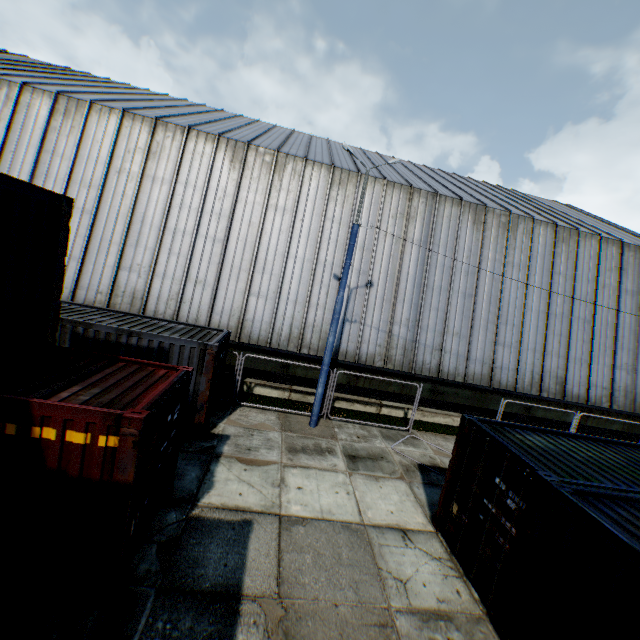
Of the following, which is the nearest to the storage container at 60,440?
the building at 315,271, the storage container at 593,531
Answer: the storage container at 593,531

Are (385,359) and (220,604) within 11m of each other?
no

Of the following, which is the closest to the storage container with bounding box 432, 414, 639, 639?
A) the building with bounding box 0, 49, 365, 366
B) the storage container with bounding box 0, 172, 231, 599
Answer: the storage container with bounding box 0, 172, 231, 599

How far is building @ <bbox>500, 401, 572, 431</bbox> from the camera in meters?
16.8 m

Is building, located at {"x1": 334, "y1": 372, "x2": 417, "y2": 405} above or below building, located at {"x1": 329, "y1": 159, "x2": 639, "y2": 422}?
below
